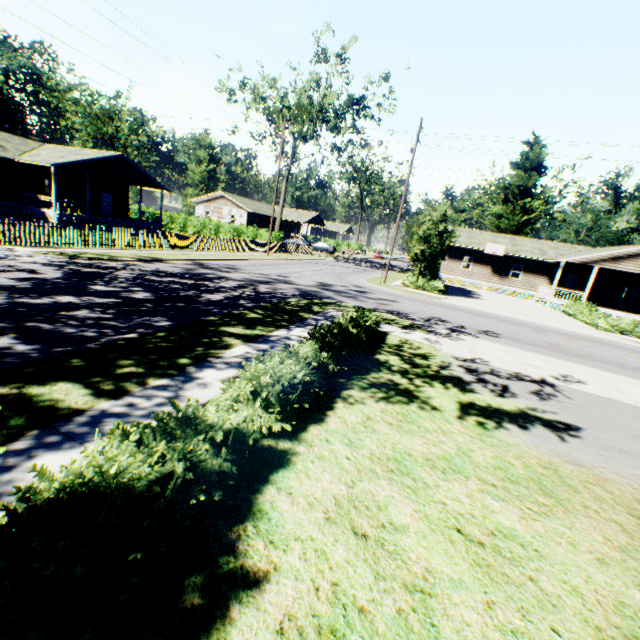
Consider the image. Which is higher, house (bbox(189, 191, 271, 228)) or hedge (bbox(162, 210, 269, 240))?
house (bbox(189, 191, 271, 228))

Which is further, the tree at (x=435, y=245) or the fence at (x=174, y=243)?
the tree at (x=435, y=245)

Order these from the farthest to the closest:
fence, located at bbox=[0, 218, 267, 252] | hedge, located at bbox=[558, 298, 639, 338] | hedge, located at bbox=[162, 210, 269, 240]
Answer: hedge, located at bbox=[162, 210, 269, 240] → hedge, located at bbox=[558, 298, 639, 338] → fence, located at bbox=[0, 218, 267, 252]

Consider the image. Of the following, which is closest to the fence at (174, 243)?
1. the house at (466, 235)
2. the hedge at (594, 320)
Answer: the house at (466, 235)

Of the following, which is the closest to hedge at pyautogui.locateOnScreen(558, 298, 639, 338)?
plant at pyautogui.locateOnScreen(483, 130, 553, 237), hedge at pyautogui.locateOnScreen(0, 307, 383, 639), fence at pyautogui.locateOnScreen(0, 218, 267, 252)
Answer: plant at pyautogui.locateOnScreen(483, 130, 553, 237)

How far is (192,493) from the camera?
3.1 meters

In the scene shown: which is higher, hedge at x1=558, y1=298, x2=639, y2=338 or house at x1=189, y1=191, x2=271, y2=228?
house at x1=189, y1=191, x2=271, y2=228

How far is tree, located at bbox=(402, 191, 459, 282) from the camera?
23.91m
